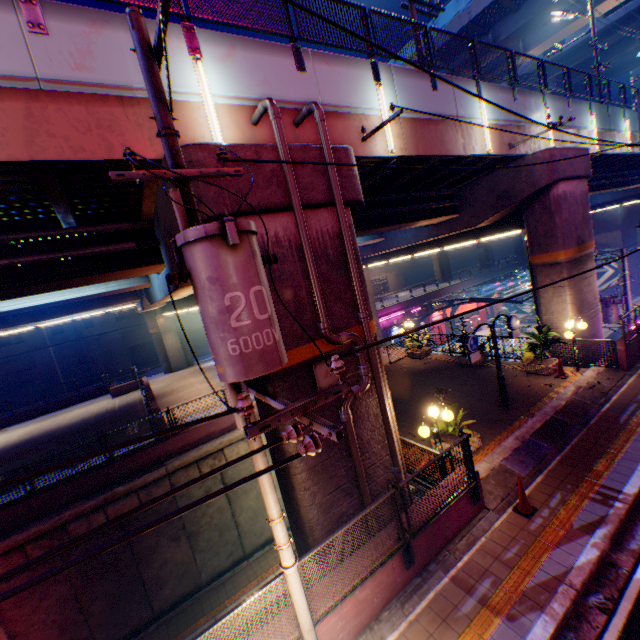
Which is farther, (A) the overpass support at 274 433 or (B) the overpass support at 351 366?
(B) the overpass support at 351 366

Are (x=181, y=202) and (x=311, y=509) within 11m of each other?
yes

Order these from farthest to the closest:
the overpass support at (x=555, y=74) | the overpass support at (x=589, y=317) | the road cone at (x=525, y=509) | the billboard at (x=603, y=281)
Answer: the billboard at (x=603, y=281), the overpass support at (x=555, y=74), the overpass support at (x=589, y=317), the road cone at (x=525, y=509)

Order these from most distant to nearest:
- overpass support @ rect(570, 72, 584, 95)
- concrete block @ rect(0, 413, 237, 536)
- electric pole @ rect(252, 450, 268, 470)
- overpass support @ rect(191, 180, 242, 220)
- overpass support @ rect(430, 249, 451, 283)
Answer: overpass support @ rect(430, 249, 451, 283) → overpass support @ rect(570, 72, 584, 95) → concrete block @ rect(0, 413, 237, 536) → overpass support @ rect(191, 180, 242, 220) → electric pole @ rect(252, 450, 268, 470)

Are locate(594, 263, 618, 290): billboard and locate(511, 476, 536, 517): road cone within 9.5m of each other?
no

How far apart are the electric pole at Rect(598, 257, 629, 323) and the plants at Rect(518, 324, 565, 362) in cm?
859

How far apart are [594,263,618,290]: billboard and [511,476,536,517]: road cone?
51.4m

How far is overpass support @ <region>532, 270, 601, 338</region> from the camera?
14.0 meters
